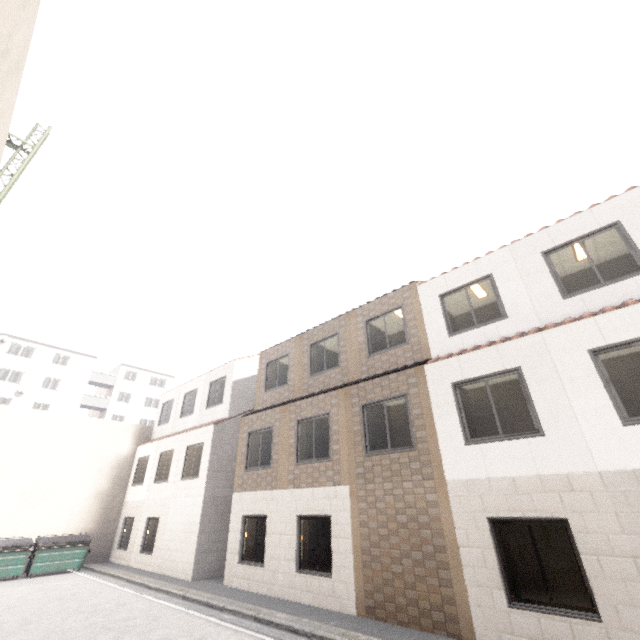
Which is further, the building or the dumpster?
the building

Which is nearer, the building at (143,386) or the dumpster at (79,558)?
the dumpster at (79,558)

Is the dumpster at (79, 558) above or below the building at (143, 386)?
below

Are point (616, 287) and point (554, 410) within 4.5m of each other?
yes

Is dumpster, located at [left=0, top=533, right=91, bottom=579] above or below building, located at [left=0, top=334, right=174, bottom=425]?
below
